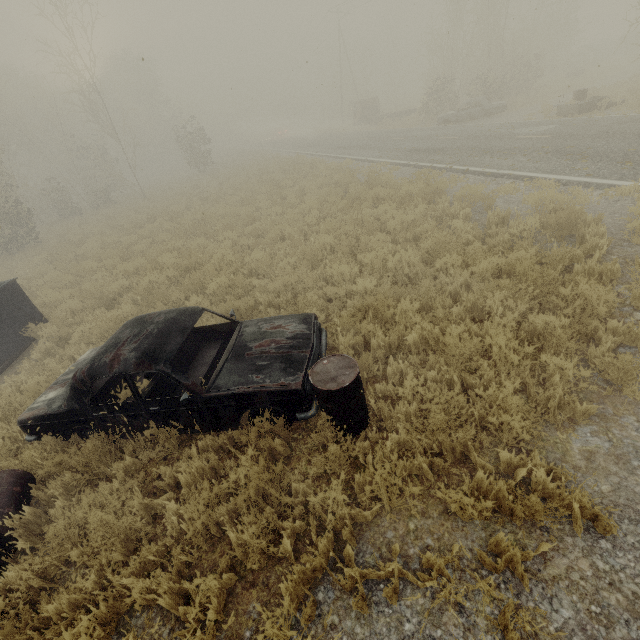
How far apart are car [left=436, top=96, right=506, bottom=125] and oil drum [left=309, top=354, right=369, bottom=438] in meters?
23.8

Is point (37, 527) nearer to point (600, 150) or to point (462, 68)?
point (600, 150)

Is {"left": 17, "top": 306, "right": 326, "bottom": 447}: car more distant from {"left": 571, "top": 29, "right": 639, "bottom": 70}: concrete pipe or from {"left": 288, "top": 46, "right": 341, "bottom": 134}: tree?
{"left": 288, "top": 46, "right": 341, "bottom": 134}: tree

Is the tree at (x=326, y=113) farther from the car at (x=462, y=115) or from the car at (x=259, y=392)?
the car at (x=259, y=392)

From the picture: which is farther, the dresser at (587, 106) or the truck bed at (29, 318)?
the dresser at (587, 106)

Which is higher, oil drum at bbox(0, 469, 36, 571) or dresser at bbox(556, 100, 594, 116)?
dresser at bbox(556, 100, 594, 116)

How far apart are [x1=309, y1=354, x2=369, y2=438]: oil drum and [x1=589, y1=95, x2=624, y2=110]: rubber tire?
18.4m

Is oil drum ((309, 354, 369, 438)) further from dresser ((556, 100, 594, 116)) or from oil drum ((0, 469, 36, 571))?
dresser ((556, 100, 594, 116))
